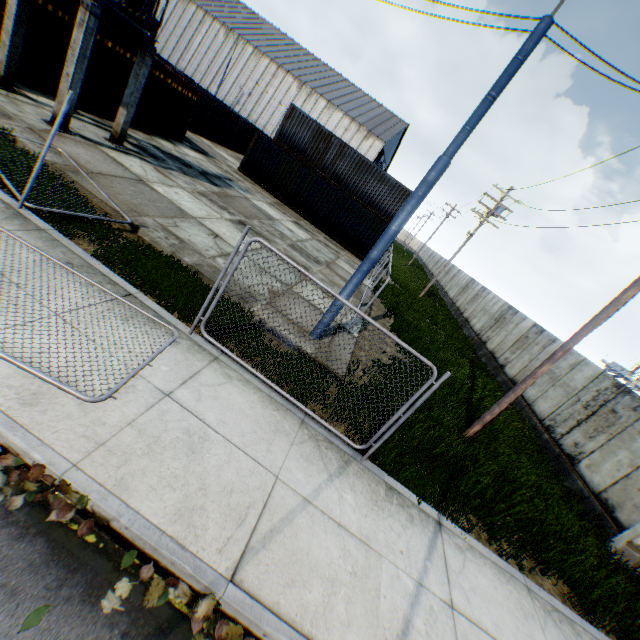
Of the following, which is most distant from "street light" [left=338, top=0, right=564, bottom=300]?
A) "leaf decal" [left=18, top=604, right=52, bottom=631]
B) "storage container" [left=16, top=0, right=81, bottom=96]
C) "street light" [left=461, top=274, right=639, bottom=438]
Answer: "storage container" [left=16, top=0, right=81, bottom=96]

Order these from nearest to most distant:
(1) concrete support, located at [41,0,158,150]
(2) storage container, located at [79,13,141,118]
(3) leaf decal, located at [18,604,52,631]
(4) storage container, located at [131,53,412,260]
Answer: (3) leaf decal, located at [18,604,52,631]
(1) concrete support, located at [41,0,158,150]
(2) storage container, located at [79,13,141,118]
(4) storage container, located at [131,53,412,260]

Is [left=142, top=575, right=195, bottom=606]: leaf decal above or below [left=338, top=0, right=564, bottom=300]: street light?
below

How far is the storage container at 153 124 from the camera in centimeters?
1711cm

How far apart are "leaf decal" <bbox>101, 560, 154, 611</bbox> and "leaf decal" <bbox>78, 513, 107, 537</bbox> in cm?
35

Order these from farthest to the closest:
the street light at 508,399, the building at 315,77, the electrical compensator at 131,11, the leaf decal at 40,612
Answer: the building at 315,77
the electrical compensator at 131,11
the street light at 508,399
the leaf decal at 40,612

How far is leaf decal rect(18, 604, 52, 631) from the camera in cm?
233

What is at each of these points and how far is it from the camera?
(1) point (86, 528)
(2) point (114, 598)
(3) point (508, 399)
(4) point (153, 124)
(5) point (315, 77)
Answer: (1) leaf decal, 2.94m
(2) leaf decal, 2.69m
(3) street light, 8.20m
(4) storage container, 16.97m
(5) building, 48.81m
